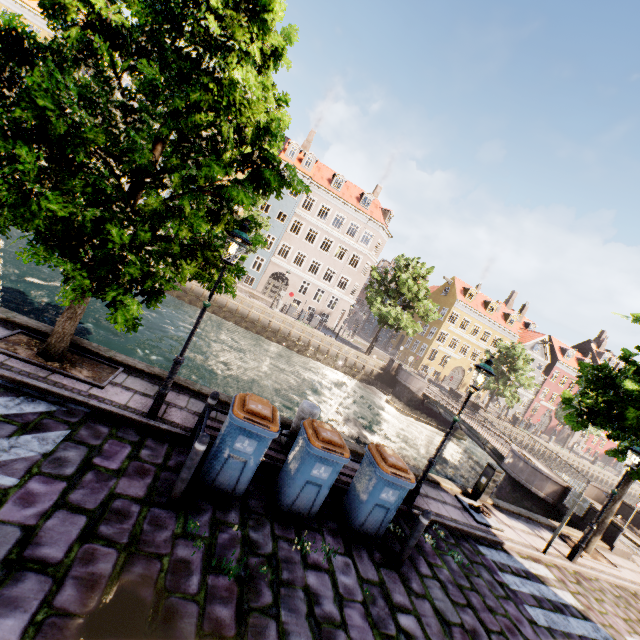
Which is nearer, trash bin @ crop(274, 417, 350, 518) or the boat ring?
trash bin @ crop(274, 417, 350, 518)

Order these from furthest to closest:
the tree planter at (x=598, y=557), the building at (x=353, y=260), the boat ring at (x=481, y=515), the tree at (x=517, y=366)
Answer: the building at (x=353, y=260) → the tree at (x=517, y=366) → the tree planter at (x=598, y=557) → the boat ring at (x=481, y=515)

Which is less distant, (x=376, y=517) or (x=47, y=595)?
(x=47, y=595)

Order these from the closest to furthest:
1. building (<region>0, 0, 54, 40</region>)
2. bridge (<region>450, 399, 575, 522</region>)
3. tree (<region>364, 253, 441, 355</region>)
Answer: bridge (<region>450, 399, 575, 522</region>), building (<region>0, 0, 54, 40</region>), tree (<region>364, 253, 441, 355</region>)

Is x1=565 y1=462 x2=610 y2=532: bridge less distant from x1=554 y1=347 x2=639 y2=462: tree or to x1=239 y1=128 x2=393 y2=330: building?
x1=554 y1=347 x2=639 y2=462: tree

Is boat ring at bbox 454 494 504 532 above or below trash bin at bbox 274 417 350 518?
below

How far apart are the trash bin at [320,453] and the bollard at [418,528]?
1.6m

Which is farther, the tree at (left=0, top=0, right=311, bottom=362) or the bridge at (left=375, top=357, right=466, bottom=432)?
the bridge at (left=375, top=357, right=466, bottom=432)
